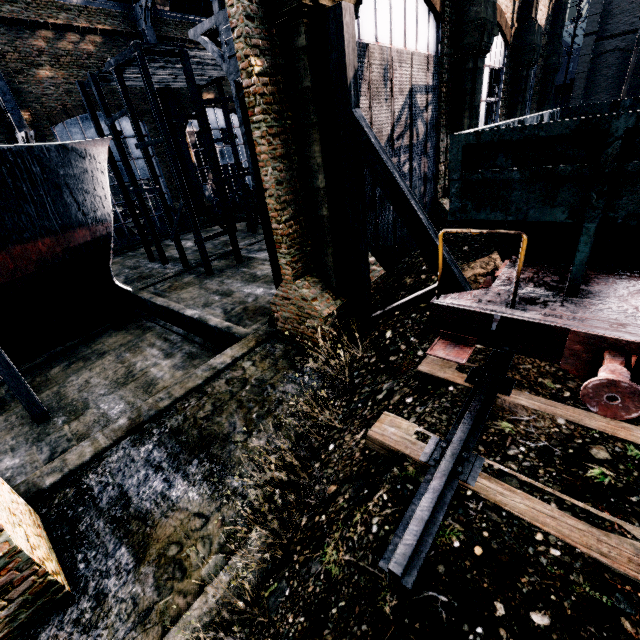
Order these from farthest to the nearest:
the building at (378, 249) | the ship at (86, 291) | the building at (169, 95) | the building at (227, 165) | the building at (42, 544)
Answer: the building at (227, 165) < the building at (169, 95) < the ship at (86, 291) < the building at (378, 249) < the building at (42, 544)

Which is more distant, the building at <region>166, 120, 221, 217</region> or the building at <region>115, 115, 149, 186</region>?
the building at <region>166, 120, 221, 217</region>

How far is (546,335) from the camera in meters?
4.4 m

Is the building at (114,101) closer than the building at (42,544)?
No

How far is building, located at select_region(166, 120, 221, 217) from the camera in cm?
3247

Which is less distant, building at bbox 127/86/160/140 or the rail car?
the rail car

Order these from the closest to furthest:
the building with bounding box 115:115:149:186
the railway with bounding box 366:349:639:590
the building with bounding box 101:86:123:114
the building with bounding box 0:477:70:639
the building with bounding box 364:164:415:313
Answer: the railway with bounding box 366:349:639:590, the building with bounding box 0:477:70:639, the building with bounding box 364:164:415:313, the building with bounding box 101:86:123:114, the building with bounding box 115:115:149:186
